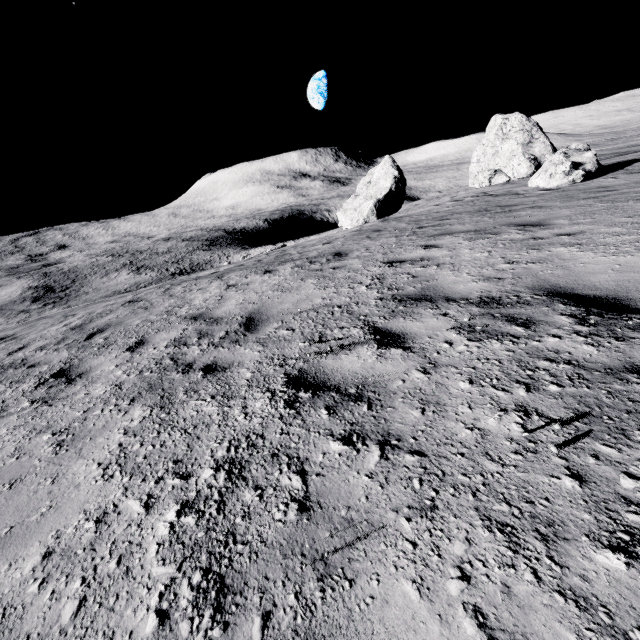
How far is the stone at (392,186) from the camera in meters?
29.4

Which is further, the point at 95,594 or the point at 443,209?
the point at 443,209

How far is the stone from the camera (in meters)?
29.41
